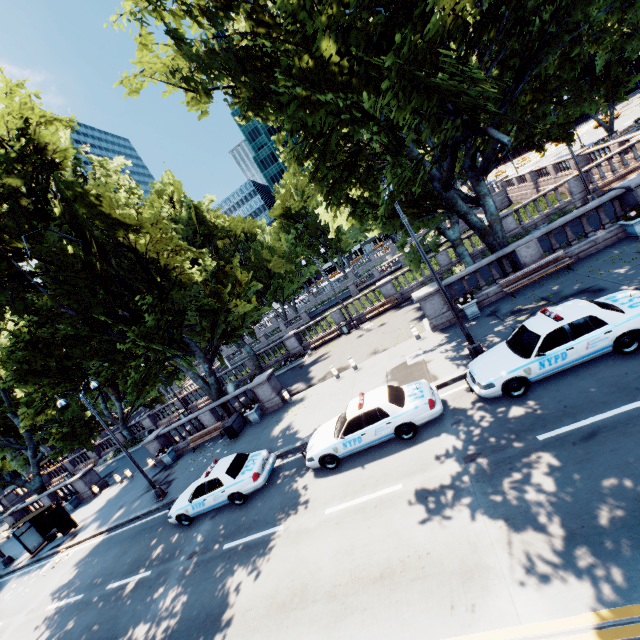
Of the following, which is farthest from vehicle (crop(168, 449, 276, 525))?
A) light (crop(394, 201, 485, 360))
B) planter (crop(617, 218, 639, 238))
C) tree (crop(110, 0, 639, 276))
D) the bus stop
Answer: planter (crop(617, 218, 639, 238))

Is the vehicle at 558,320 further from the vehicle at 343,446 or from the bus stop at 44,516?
the bus stop at 44,516

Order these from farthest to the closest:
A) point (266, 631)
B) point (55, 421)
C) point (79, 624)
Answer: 1. point (55, 421)
2. point (79, 624)
3. point (266, 631)

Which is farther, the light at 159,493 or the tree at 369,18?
the light at 159,493

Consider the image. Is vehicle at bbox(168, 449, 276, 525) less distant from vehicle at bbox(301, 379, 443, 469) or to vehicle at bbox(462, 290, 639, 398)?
vehicle at bbox(301, 379, 443, 469)

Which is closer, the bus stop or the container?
the container

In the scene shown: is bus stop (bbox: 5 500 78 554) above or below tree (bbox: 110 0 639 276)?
below

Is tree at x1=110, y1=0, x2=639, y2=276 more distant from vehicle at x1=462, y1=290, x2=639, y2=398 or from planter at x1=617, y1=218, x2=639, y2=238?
vehicle at x1=462, y1=290, x2=639, y2=398
